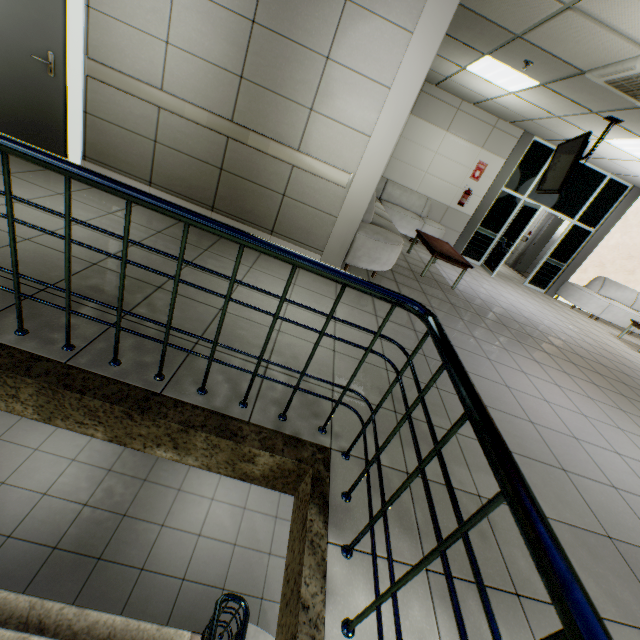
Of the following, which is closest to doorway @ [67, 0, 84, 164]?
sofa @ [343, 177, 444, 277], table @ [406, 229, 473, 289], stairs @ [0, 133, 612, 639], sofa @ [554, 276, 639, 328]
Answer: stairs @ [0, 133, 612, 639]

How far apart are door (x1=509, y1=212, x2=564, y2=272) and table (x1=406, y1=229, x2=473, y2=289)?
5.37m

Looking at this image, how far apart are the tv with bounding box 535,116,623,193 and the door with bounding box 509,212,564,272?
4.8m

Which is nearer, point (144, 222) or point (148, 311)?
point (148, 311)

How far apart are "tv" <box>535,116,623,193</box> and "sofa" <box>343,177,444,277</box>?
2.3m

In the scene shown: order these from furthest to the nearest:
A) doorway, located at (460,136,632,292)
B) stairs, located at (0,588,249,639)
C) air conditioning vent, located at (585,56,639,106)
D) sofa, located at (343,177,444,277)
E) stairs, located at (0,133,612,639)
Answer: doorway, located at (460,136,632,292) < sofa, located at (343,177,444,277) < air conditioning vent, located at (585,56,639,106) < stairs, located at (0,588,249,639) < stairs, located at (0,133,612,639)

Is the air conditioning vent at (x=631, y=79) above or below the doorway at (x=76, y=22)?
above

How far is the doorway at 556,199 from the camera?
8.1 meters
